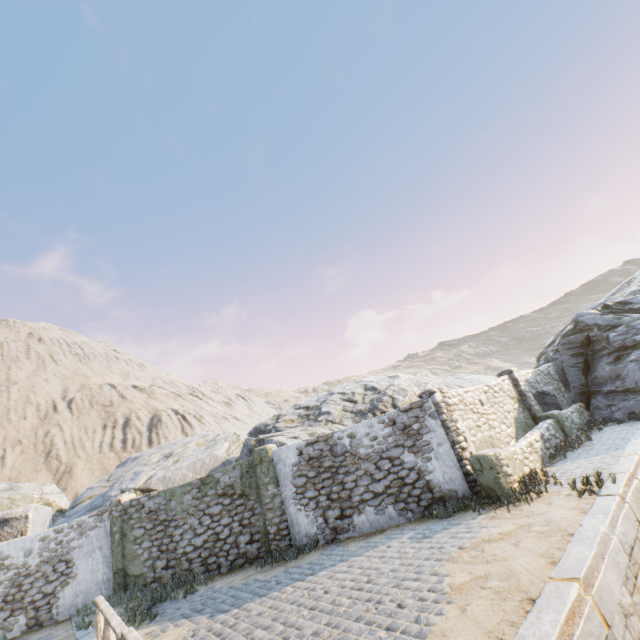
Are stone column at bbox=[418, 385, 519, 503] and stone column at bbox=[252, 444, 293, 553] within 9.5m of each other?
yes

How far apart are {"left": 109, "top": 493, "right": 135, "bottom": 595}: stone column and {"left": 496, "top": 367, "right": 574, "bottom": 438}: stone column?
15.6m

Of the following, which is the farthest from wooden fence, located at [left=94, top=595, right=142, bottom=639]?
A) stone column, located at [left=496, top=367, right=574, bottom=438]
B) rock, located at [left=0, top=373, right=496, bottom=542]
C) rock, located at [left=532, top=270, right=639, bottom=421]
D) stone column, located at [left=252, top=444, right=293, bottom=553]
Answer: stone column, located at [left=496, top=367, right=574, bottom=438]

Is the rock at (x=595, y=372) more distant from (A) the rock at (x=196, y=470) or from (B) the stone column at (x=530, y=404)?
(B) the stone column at (x=530, y=404)

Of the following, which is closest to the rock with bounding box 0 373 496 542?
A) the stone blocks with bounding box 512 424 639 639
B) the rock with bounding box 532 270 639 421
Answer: the stone blocks with bounding box 512 424 639 639

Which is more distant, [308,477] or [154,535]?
[154,535]

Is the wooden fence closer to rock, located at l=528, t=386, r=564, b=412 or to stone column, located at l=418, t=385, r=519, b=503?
rock, located at l=528, t=386, r=564, b=412

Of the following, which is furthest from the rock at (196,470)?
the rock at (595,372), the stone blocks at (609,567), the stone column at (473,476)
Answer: the stone column at (473,476)
